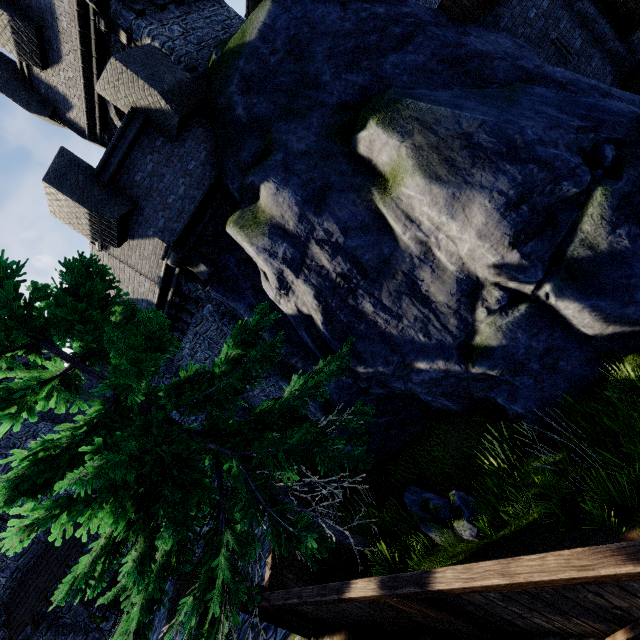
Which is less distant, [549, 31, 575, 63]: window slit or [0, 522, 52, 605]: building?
[549, 31, 575, 63]: window slit

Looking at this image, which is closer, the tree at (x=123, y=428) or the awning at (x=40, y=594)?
the tree at (x=123, y=428)

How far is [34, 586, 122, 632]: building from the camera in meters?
16.0

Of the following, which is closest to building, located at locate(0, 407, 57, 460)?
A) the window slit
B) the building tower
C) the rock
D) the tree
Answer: the building tower

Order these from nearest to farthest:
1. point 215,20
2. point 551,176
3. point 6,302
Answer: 1. point 6,302
2. point 551,176
3. point 215,20

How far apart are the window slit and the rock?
12.1m

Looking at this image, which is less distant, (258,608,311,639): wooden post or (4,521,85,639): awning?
(258,608,311,639): wooden post

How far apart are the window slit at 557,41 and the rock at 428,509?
12.11m
